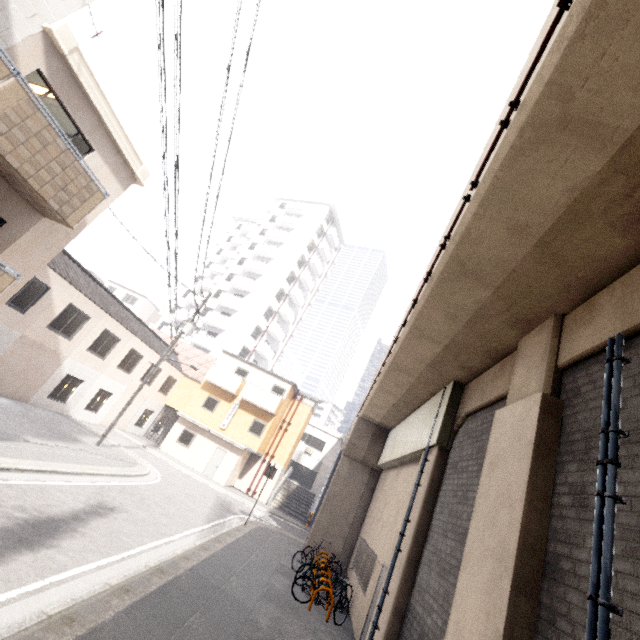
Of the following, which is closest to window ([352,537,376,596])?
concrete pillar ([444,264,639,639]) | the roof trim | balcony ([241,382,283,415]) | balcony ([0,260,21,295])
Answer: concrete pillar ([444,264,639,639])

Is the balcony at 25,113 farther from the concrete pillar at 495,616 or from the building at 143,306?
the building at 143,306

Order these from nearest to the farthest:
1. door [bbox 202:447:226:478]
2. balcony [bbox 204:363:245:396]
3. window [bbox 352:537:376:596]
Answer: window [bbox 352:537:376:596]
door [bbox 202:447:226:478]
balcony [bbox 204:363:245:396]

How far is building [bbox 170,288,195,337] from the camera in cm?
4449

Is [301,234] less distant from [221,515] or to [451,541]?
[221,515]

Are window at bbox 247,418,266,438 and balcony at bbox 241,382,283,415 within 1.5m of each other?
yes

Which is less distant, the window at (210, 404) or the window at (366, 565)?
the window at (366, 565)

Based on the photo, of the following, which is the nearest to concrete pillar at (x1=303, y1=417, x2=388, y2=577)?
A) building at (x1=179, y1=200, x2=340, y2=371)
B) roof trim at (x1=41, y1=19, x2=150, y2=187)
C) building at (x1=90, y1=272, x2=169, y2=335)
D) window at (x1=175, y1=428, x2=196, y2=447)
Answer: window at (x1=175, y1=428, x2=196, y2=447)
